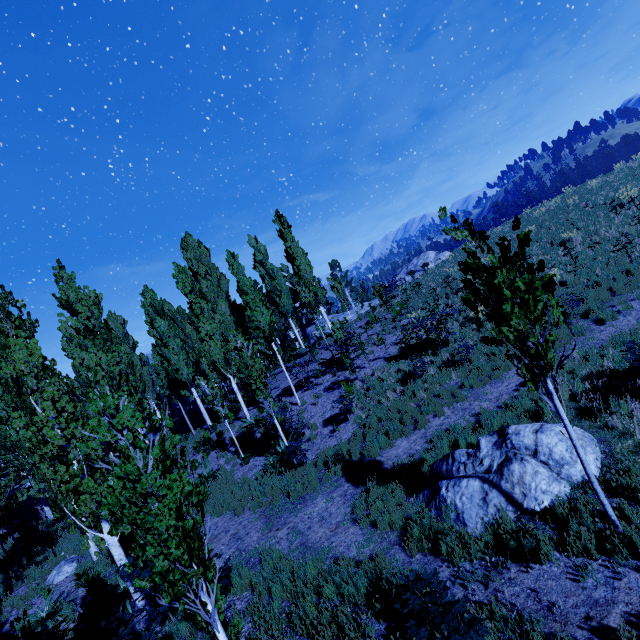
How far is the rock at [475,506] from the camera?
5.8 meters

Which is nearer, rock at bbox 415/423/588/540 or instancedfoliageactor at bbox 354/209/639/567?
instancedfoliageactor at bbox 354/209/639/567

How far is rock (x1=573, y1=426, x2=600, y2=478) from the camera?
5.9m

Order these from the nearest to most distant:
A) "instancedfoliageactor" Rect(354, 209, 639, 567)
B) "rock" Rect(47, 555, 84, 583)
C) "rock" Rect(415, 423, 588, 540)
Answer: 1. "instancedfoliageactor" Rect(354, 209, 639, 567)
2. "rock" Rect(415, 423, 588, 540)
3. "rock" Rect(47, 555, 84, 583)

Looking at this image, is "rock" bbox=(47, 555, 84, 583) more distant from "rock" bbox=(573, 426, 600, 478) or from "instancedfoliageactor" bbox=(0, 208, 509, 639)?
"rock" bbox=(573, 426, 600, 478)

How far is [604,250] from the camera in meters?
14.8

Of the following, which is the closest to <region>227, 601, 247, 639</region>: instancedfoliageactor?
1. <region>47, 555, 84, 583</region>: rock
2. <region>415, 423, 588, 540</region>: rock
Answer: <region>47, 555, 84, 583</region>: rock

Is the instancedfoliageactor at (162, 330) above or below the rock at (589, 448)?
above
